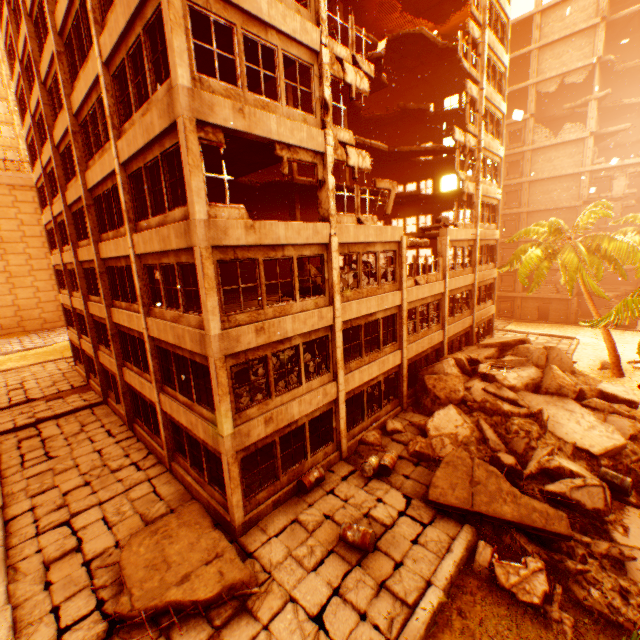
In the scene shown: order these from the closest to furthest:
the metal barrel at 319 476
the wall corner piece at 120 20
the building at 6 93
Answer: the wall corner piece at 120 20, the metal barrel at 319 476, the building at 6 93

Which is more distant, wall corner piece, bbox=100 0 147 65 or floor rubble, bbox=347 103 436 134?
floor rubble, bbox=347 103 436 134

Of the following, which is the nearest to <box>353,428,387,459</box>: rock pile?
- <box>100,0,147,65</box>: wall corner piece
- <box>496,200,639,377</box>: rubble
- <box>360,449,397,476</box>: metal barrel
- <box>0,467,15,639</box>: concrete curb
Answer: <box>496,200,639,377</box>: rubble

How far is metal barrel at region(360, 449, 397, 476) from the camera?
11.9 meters

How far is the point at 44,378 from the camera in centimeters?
2541cm

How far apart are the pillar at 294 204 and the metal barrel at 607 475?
17.3 meters

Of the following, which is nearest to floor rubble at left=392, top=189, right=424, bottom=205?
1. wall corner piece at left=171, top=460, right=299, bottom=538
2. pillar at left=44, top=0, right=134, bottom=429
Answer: pillar at left=44, top=0, right=134, bottom=429

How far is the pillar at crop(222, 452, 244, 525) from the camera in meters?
9.5
